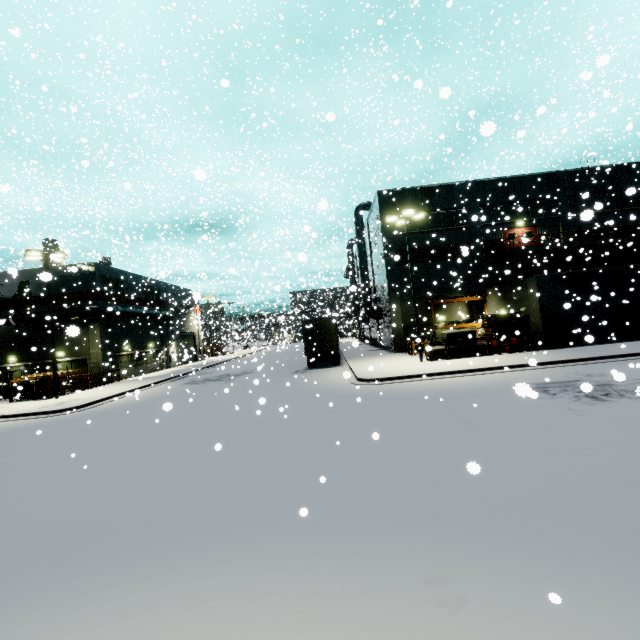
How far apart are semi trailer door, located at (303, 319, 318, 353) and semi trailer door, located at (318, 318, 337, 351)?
0.5 meters

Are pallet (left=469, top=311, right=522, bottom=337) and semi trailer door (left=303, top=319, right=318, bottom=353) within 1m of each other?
no

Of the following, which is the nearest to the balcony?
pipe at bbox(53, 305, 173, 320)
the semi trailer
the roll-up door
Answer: the semi trailer

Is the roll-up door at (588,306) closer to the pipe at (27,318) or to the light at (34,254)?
the light at (34,254)

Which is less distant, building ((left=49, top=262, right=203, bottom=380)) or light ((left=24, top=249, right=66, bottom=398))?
light ((left=24, top=249, right=66, bottom=398))

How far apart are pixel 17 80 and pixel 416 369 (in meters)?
61.03

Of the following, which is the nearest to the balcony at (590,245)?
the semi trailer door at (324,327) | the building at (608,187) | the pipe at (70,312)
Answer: the building at (608,187)

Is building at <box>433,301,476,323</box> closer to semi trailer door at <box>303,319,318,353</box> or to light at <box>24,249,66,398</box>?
light at <box>24,249,66,398</box>
